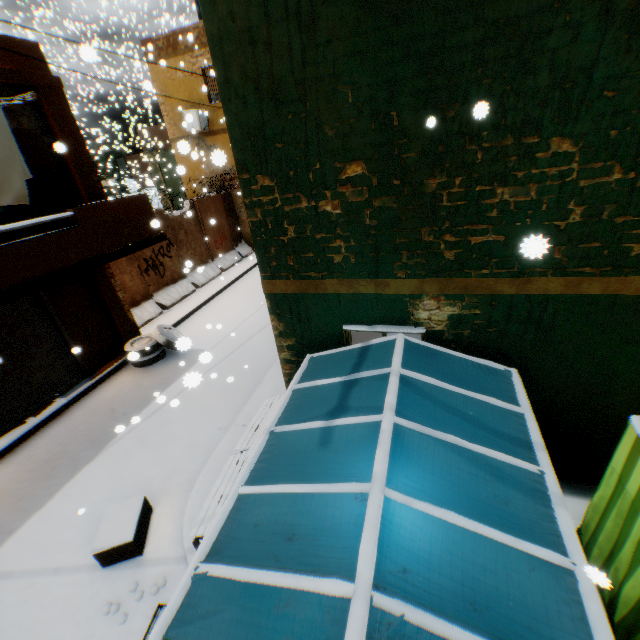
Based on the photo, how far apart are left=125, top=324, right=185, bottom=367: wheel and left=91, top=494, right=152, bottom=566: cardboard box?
4.7 meters

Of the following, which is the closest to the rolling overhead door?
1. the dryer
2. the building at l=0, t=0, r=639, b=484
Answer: the building at l=0, t=0, r=639, b=484

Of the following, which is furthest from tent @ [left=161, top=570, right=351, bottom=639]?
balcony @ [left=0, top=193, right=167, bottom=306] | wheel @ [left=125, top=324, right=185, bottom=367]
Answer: wheel @ [left=125, top=324, right=185, bottom=367]

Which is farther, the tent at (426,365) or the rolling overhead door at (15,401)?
the rolling overhead door at (15,401)

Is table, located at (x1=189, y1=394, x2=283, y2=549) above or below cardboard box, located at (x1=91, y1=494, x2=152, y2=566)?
above

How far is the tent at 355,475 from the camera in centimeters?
258cm

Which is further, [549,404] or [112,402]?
[112,402]

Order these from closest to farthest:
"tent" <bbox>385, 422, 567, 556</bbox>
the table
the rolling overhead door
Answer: "tent" <bbox>385, 422, 567, 556</bbox> < the table < the rolling overhead door
